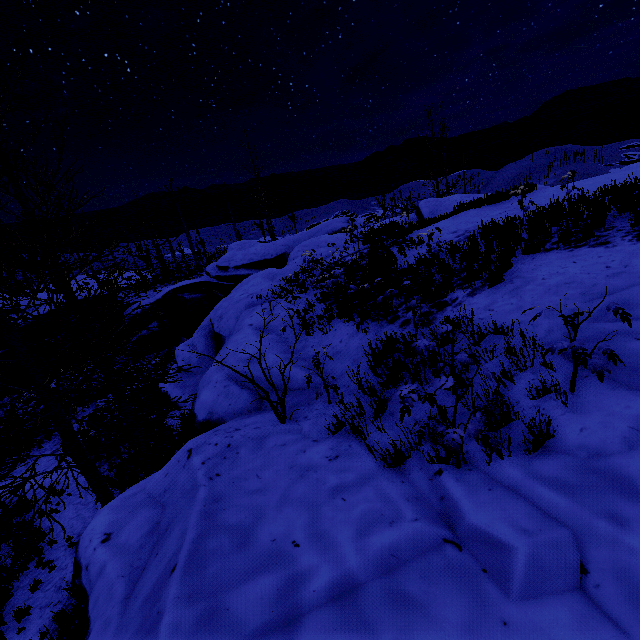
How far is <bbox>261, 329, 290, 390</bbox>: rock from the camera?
6.10m

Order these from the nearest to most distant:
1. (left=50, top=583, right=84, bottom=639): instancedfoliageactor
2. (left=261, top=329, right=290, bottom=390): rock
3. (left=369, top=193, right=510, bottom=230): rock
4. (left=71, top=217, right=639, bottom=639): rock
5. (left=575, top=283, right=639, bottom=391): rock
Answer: (left=71, top=217, right=639, bottom=639): rock
(left=575, top=283, right=639, bottom=391): rock
(left=50, top=583, right=84, bottom=639): instancedfoliageactor
(left=261, top=329, right=290, bottom=390): rock
(left=369, top=193, right=510, bottom=230): rock

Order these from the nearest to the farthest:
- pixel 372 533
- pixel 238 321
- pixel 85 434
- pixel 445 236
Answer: pixel 372 533 → pixel 445 236 → pixel 238 321 → pixel 85 434

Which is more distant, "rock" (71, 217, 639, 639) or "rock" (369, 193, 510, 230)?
"rock" (369, 193, 510, 230)

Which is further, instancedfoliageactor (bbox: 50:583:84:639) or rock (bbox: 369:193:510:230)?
rock (bbox: 369:193:510:230)

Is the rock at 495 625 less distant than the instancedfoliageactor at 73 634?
Yes
